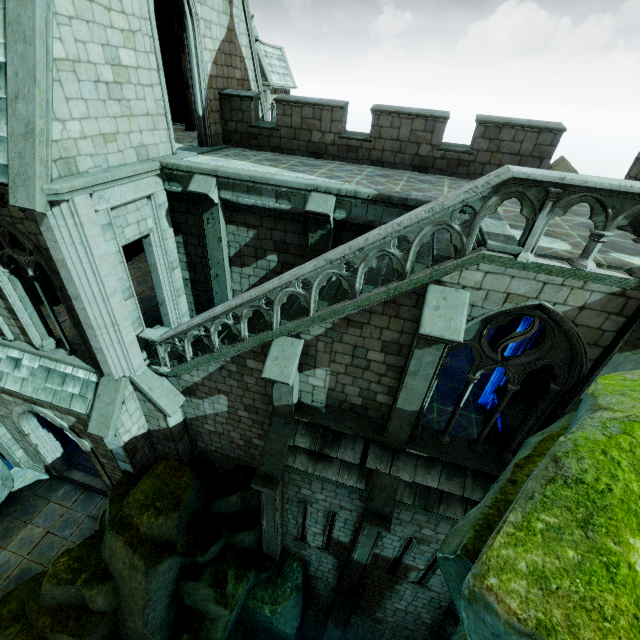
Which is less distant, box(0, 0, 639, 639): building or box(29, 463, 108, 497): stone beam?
box(0, 0, 639, 639): building

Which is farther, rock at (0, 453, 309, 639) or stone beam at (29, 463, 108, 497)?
stone beam at (29, 463, 108, 497)

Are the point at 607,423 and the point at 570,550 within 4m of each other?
yes

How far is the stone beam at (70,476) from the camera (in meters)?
13.86

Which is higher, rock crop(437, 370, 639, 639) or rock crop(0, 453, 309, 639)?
rock crop(437, 370, 639, 639)

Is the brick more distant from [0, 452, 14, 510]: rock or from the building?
[0, 452, 14, 510]: rock

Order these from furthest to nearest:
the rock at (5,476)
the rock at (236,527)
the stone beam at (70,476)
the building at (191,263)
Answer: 1. the stone beam at (70,476)
2. the rock at (5,476)
3. the rock at (236,527)
4. the building at (191,263)

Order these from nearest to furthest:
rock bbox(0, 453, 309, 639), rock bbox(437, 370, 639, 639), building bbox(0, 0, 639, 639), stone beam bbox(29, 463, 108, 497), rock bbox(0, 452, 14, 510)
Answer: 1. rock bbox(437, 370, 639, 639)
2. building bbox(0, 0, 639, 639)
3. rock bbox(0, 453, 309, 639)
4. rock bbox(0, 452, 14, 510)
5. stone beam bbox(29, 463, 108, 497)
